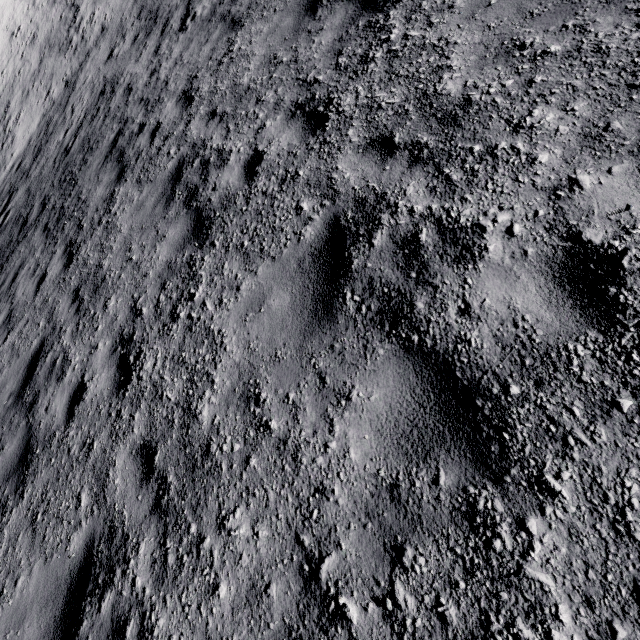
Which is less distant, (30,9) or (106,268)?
(106,268)
